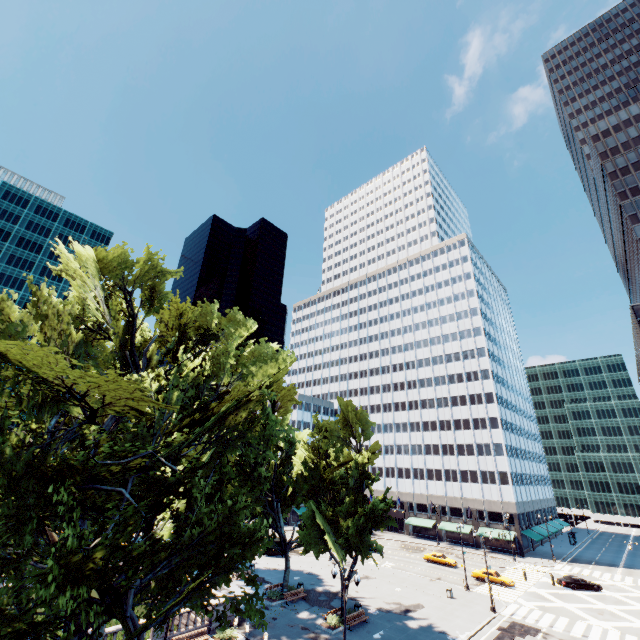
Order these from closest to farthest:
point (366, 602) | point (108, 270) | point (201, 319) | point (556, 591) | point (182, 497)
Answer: point (182, 497) → point (108, 270) → point (201, 319) → point (366, 602) → point (556, 591)

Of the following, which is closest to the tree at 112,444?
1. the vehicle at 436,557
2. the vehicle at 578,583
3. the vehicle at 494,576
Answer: the vehicle at 494,576

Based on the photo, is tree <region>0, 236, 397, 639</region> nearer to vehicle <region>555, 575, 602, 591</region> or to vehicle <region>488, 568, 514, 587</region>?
vehicle <region>488, 568, 514, 587</region>

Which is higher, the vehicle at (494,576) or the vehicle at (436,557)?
the vehicle at (436,557)

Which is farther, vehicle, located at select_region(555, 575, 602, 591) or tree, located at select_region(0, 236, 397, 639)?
vehicle, located at select_region(555, 575, 602, 591)

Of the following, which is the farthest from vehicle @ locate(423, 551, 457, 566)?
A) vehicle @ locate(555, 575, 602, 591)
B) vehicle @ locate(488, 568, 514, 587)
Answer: vehicle @ locate(555, 575, 602, 591)

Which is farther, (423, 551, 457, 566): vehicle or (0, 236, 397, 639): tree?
(423, 551, 457, 566): vehicle

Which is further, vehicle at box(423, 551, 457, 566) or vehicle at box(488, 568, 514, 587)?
vehicle at box(423, 551, 457, 566)
